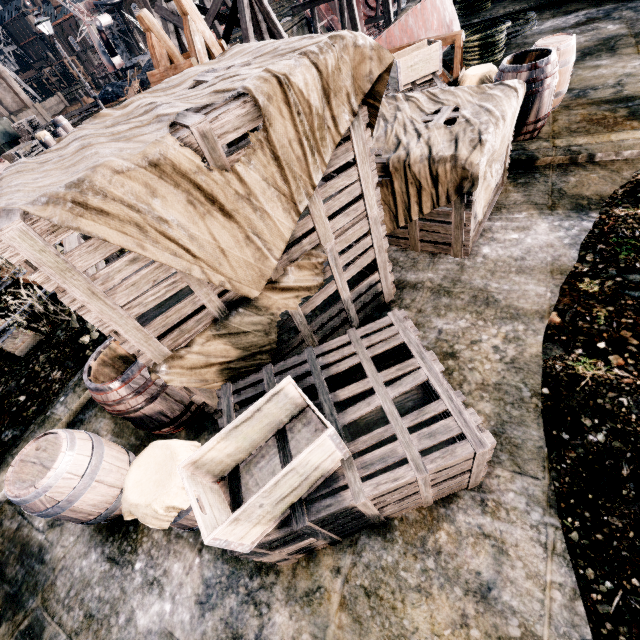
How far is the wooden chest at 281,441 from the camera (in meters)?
3.01

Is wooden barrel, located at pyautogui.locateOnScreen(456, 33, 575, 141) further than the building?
No

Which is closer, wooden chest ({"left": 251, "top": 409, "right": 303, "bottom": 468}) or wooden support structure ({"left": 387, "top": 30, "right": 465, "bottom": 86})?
wooden chest ({"left": 251, "top": 409, "right": 303, "bottom": 468})

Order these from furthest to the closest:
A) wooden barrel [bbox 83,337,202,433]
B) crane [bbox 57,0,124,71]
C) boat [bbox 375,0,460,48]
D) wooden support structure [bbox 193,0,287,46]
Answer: crane [bbox 57,0,124,71]
wooden support structure [bbox 193,0,287,46]
boat [bbox 375,0,460,48]
wooden barrel [bbox 83,337,202,433]

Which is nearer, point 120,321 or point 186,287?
point 120,321

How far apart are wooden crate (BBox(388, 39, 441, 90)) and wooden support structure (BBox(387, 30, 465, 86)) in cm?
88

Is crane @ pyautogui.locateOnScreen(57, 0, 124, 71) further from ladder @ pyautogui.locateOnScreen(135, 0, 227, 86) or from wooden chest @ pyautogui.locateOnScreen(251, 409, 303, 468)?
wooden chest @ pyautogui.locateOnScreen(251, 409, 303, 468)

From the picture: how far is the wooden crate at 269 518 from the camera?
2.3 meters
